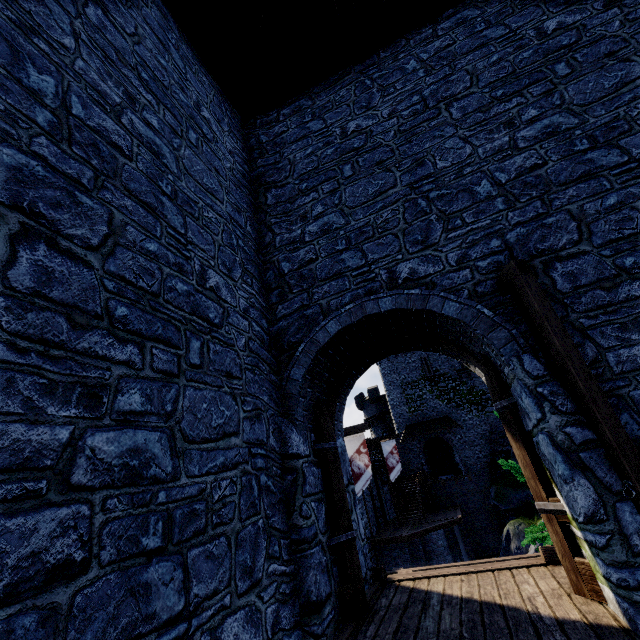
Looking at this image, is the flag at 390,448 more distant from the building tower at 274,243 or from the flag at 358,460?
the building tower at 274,243

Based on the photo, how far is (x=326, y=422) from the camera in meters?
5.1

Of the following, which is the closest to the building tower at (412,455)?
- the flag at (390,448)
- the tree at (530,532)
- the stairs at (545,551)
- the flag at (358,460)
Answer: the flag at (390,448)

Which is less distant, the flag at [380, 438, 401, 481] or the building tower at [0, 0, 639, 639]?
the building tower at [0, 0, 639, 639]

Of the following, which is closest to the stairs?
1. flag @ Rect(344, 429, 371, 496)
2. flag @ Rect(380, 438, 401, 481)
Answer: flag @ Rect(344, 429, 371, 496)

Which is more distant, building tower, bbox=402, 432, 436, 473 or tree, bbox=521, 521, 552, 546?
building tower, bbox=402, 432, 436, 473

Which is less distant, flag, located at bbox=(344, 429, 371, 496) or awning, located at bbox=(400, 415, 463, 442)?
flag, located at bbox=(344, 429, 371, 496)

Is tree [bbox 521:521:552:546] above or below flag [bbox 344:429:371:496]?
below
